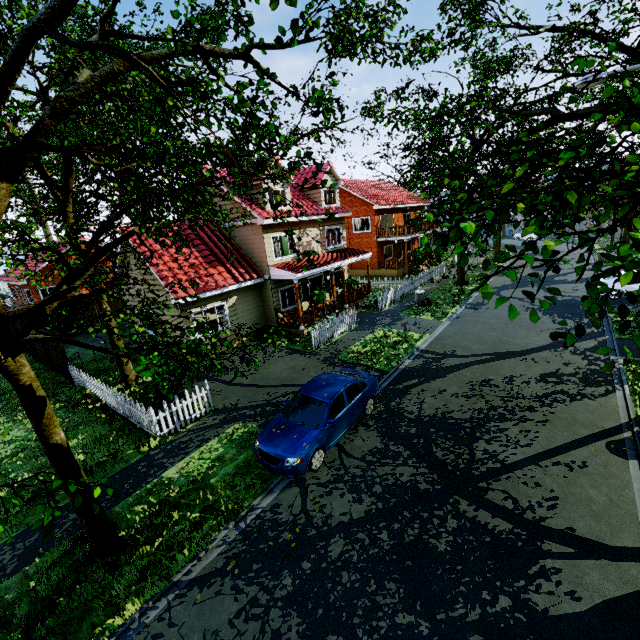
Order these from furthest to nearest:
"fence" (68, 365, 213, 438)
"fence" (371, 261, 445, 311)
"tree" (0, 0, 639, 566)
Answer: "fence" (371, 261, 445, 311)
"fence" (68, 365, 213, 438)
"tree" (0, 0, 639, 566)

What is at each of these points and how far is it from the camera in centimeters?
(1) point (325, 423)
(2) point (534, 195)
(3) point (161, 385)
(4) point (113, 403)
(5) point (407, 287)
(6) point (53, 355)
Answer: (1) car, 849cm
(2) tree, 281cm
(3) plant, 1064cm
(4) fence, 1171cm
(5) fence, 2408cm
(6) fence, 1539cm

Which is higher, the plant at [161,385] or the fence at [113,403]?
the plant at [161,385]

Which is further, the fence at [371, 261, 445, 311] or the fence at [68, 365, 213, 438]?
the fence at [371, 261, 445, 311]

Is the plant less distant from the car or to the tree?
the tree

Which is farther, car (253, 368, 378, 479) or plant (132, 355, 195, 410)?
plant (132, 355, 195, 410)

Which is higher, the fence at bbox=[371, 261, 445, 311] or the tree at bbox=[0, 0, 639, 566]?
the tree at bbox=[0, 0, 639, 566]

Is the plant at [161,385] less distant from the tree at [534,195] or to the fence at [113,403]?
the fence at [113,403]
